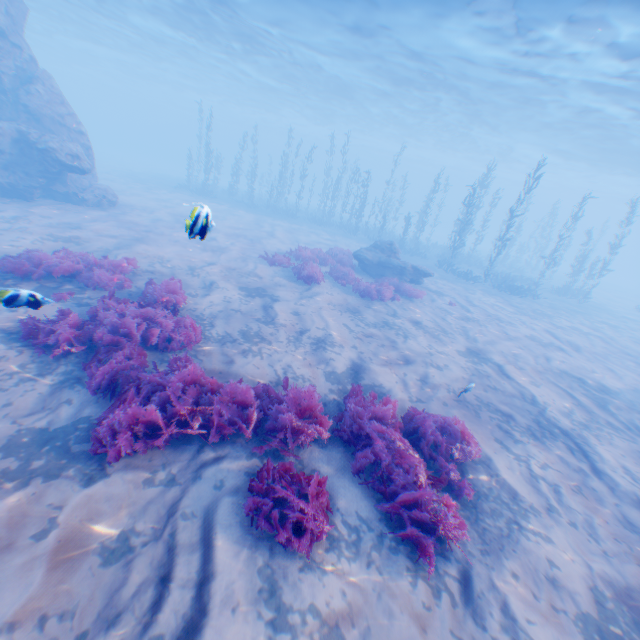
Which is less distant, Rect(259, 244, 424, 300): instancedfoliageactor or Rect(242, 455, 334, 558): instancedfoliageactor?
Rect(242, 455, 334, 558): instancedfoliageactor

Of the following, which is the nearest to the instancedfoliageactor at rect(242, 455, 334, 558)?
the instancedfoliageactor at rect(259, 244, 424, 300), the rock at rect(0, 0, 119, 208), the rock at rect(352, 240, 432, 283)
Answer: the rock at rect(0, 0, 119, 208)

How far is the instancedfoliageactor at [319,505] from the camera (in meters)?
3.76

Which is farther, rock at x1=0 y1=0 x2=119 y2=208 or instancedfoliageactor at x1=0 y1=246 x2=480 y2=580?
rock at x1=0 y1=0 x2=119 y2=208

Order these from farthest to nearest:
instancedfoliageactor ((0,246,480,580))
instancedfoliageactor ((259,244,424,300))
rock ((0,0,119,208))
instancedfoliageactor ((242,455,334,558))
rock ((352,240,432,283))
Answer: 1. rock ((352,240,432,283))
2. rock ((0,0,119,208))
3. instancedfoliageactor ((259,244,424,300))
4. instancedfoliageactor ((0,246,480,580))
5. instancedfoliageactor ((242,455,334,558))

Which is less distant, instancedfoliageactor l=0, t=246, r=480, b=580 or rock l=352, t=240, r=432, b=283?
instancedfoliageactor l=0, t=246, r=480, b=580

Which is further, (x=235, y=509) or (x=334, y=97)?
(x=334, y=97)

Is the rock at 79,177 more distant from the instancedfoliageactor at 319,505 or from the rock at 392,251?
the rock at 392,251
